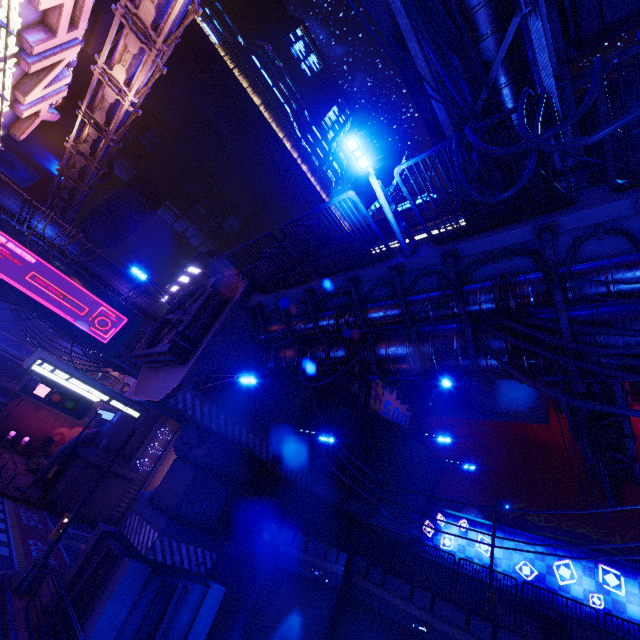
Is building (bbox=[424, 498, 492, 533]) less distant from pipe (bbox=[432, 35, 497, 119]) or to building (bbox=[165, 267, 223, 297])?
pipe (bbox=[432, 35, 497, 119])

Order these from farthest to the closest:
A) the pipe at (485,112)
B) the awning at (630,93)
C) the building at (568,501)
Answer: the building at (568,501) < the awning at (630,93) < the pipe at (485,112)

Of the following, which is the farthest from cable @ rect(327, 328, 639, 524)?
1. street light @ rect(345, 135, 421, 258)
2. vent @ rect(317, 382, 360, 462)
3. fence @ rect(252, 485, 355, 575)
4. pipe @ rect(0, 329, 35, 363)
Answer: pipe @ rect(0, 329, 35, 363)

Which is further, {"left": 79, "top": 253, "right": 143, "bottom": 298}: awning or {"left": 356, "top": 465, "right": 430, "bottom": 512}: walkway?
{"left": 79, "top": 253, "right": 143, "bottom": 298}: awning

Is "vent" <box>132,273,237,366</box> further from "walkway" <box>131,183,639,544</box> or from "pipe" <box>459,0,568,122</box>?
"pipe" <box>459,0,568,122</box>

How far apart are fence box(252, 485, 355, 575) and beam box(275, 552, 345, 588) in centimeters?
0cm

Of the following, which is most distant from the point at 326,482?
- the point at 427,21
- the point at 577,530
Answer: the point at 427,21

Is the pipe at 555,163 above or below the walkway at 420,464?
above
